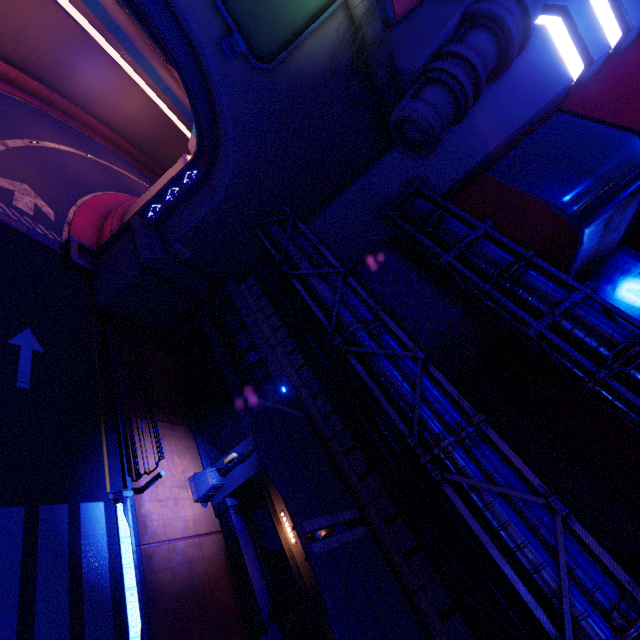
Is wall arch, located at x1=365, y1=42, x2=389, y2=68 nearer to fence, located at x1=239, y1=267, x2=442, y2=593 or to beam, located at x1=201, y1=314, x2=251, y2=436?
beam, located at x1=201, y1=314, x2=251, y2=436

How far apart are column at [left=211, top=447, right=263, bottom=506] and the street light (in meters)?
0.01

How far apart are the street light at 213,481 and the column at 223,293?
7.9m

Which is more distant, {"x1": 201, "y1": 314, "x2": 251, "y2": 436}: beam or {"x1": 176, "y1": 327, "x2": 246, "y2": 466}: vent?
{"x1": 176, "y1": 327, "x2": 246, "y2": 466}: vent

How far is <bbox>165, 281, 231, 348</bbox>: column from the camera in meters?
18.7 m

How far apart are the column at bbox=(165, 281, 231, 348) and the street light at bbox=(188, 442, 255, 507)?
7.91m

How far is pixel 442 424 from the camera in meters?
10.5 m

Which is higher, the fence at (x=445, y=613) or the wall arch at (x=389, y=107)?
the wall arch at (x=389, y=107)
